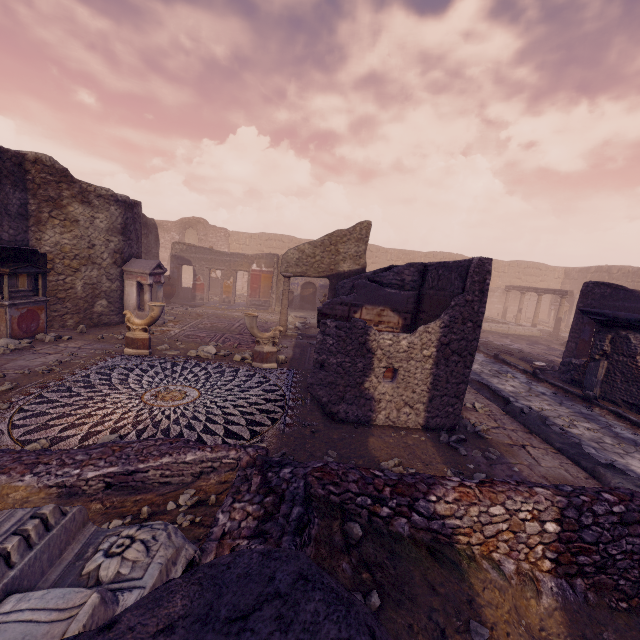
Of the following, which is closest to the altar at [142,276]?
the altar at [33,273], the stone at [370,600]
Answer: the altar at [33,273]

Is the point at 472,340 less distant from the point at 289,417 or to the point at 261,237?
the point at 289,417

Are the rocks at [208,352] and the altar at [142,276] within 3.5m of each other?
yes

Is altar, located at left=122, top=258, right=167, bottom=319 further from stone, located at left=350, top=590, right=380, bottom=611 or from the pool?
the pool

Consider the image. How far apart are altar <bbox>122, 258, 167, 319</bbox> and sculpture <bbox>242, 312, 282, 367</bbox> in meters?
4.5

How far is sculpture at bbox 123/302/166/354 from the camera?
7.49m

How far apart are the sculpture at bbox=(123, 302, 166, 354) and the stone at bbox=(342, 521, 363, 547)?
6.70m

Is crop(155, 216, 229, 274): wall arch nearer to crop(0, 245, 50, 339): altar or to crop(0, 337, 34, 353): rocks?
crop(0, 245, 50, 339): altar
